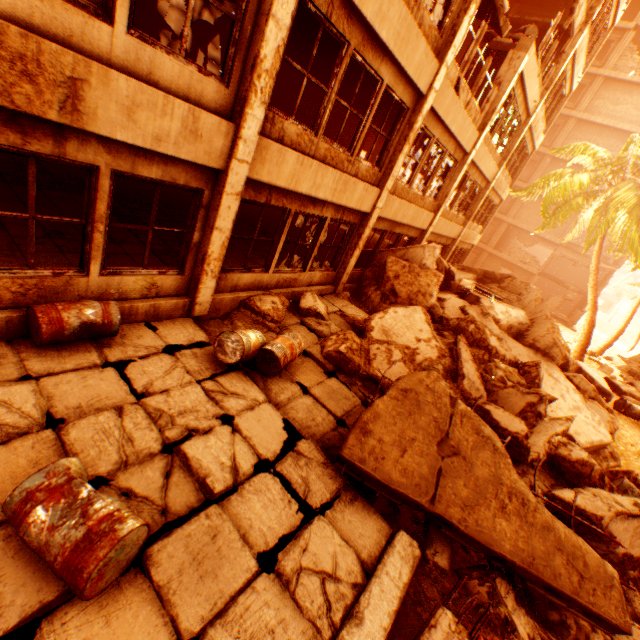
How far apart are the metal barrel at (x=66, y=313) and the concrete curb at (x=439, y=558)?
4.4 meters

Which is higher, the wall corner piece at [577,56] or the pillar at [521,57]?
the wall corner piece at [577,56]

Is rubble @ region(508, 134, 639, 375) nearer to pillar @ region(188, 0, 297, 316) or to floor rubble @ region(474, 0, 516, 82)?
pillar @ region(188, 0, 297, 316)

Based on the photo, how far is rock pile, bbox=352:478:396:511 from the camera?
4.3 meters

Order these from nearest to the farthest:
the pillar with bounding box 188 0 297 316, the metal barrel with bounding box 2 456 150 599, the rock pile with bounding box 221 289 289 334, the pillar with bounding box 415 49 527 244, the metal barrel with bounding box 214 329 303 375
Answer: the metal barrel with bounding box 2 456 150 599
the pillar with bounding box 188 0 297 316
the metal barrel with bounding box 214 329 303 375
the rock pile with bounding box 221 289 289 334
the pillar with bounding box 415 49 527 244

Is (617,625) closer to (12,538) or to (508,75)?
(12,538)

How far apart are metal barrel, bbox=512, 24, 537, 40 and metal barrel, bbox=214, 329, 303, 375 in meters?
13.7

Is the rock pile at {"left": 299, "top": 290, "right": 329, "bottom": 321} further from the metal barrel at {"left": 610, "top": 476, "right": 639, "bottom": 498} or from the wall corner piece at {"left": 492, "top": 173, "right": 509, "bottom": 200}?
the wall corner piece at {"left": 492, "top": 173, "right": 509, "bottom": 200}
